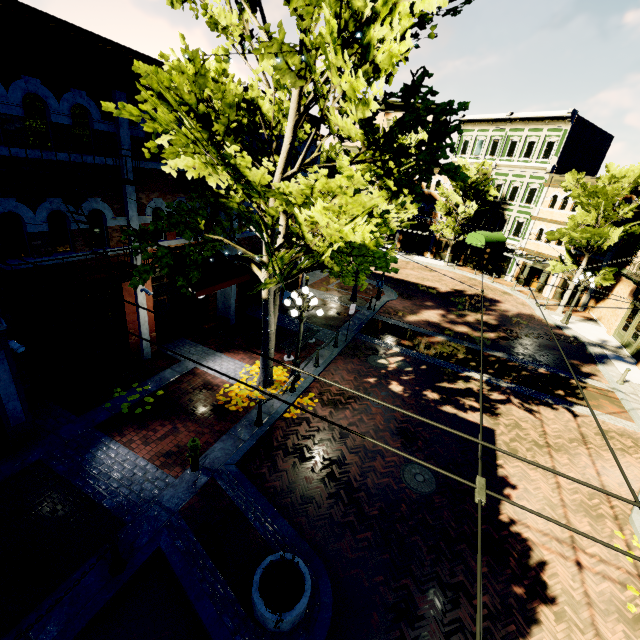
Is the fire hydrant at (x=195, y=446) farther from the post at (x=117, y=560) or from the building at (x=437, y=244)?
the building at (x=437, y=244)

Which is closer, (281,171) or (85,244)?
(281,171)

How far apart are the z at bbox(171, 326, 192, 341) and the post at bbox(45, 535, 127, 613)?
8.52m

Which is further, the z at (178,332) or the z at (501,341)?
the z at (501,341)

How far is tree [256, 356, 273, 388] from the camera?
11.06m

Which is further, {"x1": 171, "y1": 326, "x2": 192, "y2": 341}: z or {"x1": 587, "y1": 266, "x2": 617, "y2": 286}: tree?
{"x1": 587, "y1": 266, "x2": 617, "y2": 286}: tree

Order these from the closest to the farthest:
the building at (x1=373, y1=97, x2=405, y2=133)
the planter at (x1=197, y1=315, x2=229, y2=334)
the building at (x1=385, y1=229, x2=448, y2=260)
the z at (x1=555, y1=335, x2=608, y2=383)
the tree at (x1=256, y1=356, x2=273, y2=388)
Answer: the tree at (x1=256, y1=356, x2=273, y2=388)
the planter at (x1=197, y1=315, x2=229, y2=334)
the z at (x1=555, y1=335, x2=608, y2=383)
the building at (x1=373, y1=97, x2=405, y2=133)
the building at (x1=385, y1=229, x2=448, y2=260)

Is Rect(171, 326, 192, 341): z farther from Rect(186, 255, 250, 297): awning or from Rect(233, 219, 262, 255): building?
Rect(233, 219, 262, 255): building
